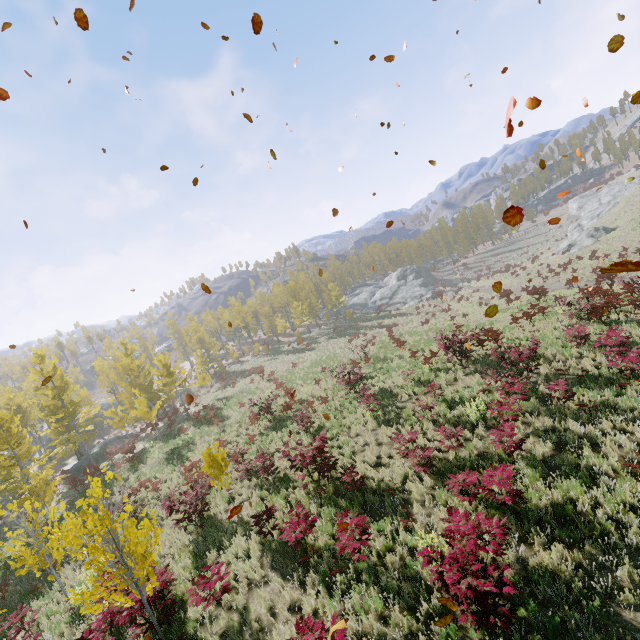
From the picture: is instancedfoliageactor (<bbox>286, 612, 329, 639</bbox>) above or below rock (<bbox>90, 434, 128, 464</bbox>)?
above

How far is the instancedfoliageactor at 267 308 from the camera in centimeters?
5018cm

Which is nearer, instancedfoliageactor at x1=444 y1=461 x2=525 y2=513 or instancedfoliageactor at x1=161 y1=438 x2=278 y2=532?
instancedfoliageactor at x1=444 y1=461 x2=525 y2=513

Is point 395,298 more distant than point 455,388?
Yes

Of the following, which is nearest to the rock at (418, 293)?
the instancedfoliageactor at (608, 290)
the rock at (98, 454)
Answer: the instancedfoliageactor at (608, 290)

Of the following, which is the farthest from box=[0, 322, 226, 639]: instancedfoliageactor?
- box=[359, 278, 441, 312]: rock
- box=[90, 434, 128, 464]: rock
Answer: box=[359, 278, 441, 312]: rock

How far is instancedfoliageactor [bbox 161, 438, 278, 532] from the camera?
11.38m
